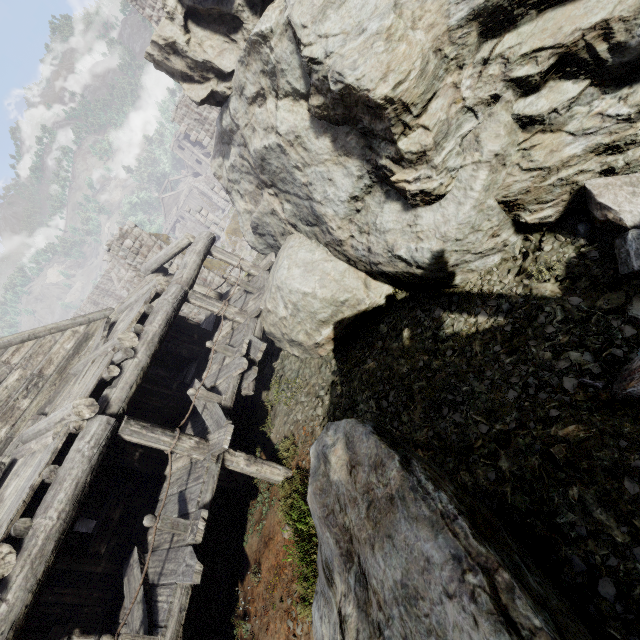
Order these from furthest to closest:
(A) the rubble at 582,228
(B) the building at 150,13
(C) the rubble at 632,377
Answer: (B) the building at 150,13 → (A) the rubble at 582,228 → (C) the rubble at 632,377

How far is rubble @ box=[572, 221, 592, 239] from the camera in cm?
475

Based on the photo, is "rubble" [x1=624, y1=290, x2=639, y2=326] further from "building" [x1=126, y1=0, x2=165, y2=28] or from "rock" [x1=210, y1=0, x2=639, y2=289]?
"building" [x1=126, y1=0, x2=165, y2=28]

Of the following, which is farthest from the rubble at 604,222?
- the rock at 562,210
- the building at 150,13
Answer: the building at 150,13

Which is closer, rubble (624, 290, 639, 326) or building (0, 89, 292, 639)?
rubble (624, 290, 639, 326)

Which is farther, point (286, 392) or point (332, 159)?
point (286, 392)
